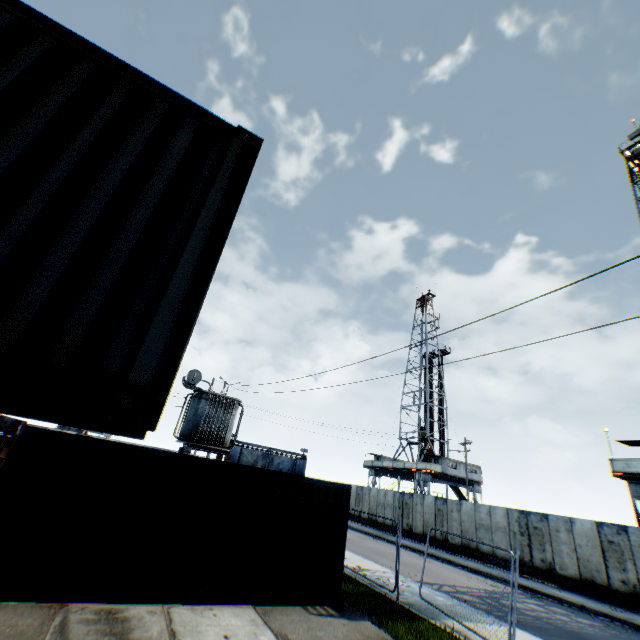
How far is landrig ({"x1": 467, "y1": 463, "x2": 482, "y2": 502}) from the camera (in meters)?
40.31

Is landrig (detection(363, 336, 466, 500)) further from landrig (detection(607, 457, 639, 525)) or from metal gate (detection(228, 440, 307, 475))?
landrig (detection(607, 457, 639, 525))

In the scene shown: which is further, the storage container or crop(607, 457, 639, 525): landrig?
crop(607, 457, 639, 525): landrig

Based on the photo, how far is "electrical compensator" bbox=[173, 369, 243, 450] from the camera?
17.0 meters

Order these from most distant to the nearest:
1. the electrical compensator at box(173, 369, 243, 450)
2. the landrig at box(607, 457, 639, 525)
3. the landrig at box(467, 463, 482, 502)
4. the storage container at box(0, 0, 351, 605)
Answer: →
the landrig at box(467, 463, 482, 502)
the landrig at box(607, 457, 639, 525)
the electrical compensator at box(173, 369, 243, 450)
the storage container at box(0, 0, 351, 605)

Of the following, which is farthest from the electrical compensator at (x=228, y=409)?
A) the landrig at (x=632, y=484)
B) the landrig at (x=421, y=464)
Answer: the landrig at (x=421, y=464)

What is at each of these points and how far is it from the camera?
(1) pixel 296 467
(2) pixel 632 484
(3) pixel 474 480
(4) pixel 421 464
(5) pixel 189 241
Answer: (1) metal gate, 43.25m
(2) landrig, 19.67m
(3) landrig, 40.22m
(4) landrig, 38.81m
(5) storage container, 2.63m

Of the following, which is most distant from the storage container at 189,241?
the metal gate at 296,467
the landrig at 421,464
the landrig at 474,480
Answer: the landrig at 421,464
